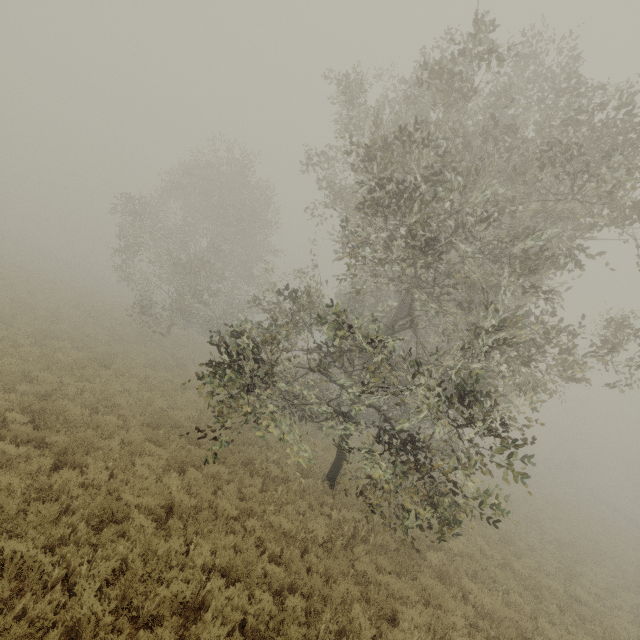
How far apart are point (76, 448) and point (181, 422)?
4.0 meters
